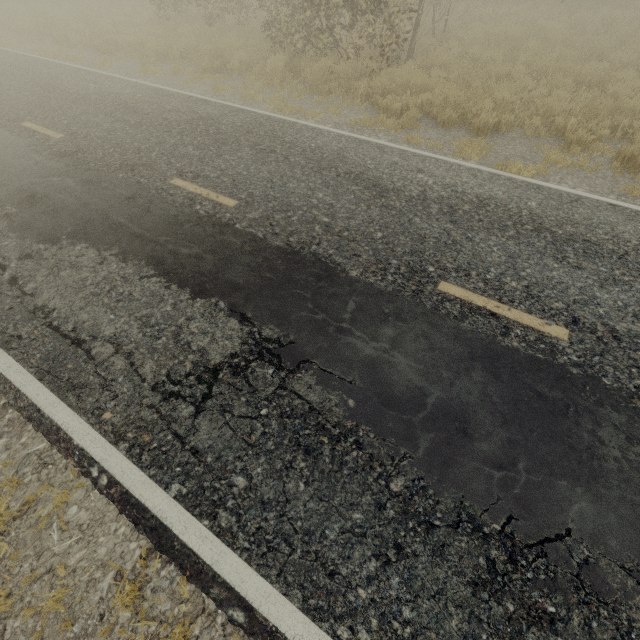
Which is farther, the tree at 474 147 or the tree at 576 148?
the tree at 474 147

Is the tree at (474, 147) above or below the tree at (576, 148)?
above

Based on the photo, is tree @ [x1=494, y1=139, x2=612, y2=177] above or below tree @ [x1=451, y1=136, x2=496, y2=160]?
below

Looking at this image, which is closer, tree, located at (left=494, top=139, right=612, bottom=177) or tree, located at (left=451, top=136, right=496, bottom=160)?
tree, located at (left=494, top=139, right=612, bottom=177)

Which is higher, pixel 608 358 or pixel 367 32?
pixel 367 32

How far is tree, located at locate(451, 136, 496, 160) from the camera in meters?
6.6
